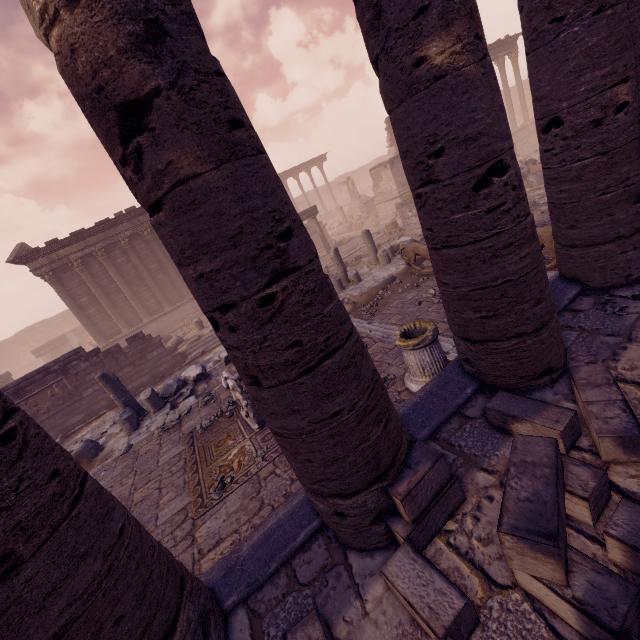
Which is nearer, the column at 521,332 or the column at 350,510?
the column at 350,510

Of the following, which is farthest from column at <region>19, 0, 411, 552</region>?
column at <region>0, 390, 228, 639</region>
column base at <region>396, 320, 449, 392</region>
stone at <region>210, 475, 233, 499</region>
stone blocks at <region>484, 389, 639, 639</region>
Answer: stone at <region>210, 475, 233, 499</region>

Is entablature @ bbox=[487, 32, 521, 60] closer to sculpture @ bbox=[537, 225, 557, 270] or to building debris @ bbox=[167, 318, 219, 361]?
building debris @ bbox=[167, 318, 219, 361]

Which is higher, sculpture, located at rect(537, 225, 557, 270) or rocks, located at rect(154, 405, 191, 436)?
sculpture, located at rect(537, 225, 557, 270)

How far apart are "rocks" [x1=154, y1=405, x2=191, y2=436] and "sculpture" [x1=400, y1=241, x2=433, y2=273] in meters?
8.0 m

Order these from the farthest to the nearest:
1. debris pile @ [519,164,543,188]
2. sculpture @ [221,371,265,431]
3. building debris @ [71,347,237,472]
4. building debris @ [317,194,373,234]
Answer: building debris @ [317,194,373,234], debris pile @ [519,164,543,188], building debris @ [71,347,237,472], sculpture @ [221,371,265,431]

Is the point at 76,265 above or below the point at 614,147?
above

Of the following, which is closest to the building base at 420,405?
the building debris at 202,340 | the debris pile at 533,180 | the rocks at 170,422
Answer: the debris pile at 533,180
